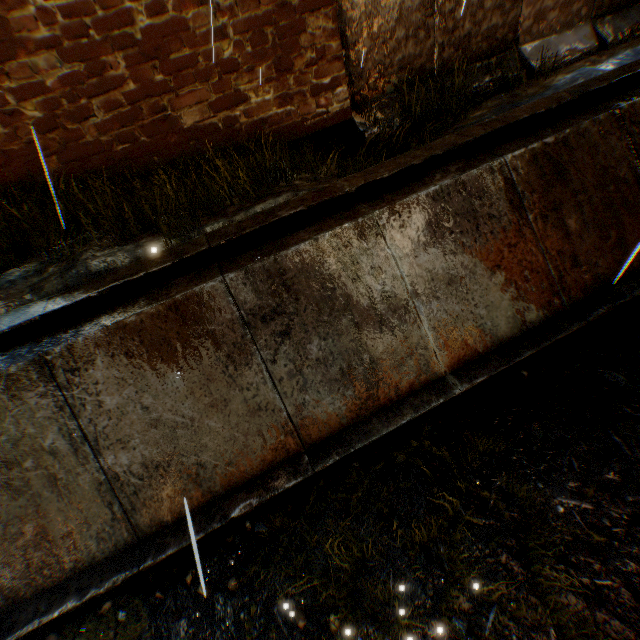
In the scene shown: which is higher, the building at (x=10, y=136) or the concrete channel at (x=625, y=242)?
the building at (x=10, y=136)

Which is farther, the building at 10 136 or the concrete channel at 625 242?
the building at 10 136

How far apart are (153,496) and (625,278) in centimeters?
733cm

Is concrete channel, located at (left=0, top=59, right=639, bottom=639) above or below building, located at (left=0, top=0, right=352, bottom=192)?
below

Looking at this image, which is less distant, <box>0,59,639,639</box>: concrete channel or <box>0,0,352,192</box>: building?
<box>0,59,639,639</box>: concrete channel
